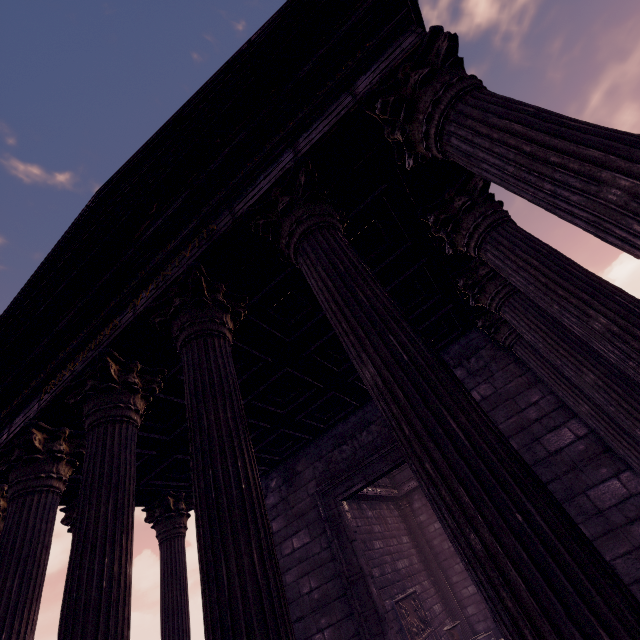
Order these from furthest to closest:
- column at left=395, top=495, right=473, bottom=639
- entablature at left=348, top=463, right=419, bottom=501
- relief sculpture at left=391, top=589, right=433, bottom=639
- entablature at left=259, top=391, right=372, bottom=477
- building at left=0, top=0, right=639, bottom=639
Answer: entablature at left=348, top=463, right=419, bottom=501 < column at left=395, top=495, right=473, bottom=639 < relief sculpture at left=391, top=589, right=433, bottom=639 < entablature at left=259, top=391, right=372, bottom=477 < building at left=0, top=0, right=639, bottom=639

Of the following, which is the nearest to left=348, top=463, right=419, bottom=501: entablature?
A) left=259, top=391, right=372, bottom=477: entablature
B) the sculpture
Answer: left=259, top=391, right=372, bottom=477: entablature

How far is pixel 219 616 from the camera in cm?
159

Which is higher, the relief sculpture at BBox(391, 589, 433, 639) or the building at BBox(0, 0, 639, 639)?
the building at BBox(0, 0, 639, 639)

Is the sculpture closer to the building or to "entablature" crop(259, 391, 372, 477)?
the building

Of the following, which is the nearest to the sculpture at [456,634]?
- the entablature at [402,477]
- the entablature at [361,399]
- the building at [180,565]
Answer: the building at [180,565]

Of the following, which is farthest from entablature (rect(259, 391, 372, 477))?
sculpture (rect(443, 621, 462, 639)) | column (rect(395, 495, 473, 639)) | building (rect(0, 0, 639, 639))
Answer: column (rect(395, 495, 473, 639))

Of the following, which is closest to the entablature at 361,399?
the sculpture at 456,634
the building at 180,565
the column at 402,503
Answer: the building at 180,565
